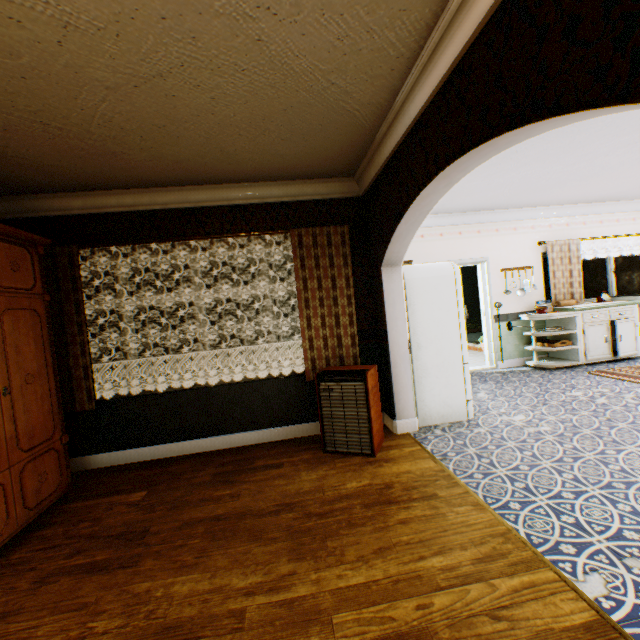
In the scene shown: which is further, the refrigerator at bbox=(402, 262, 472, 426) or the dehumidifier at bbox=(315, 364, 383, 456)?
the refrigerator at bbox=(402, 262, 472, 426)

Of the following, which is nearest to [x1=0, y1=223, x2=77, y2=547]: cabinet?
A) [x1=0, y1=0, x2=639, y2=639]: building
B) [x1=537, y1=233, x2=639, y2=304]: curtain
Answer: [x1=0, y1=0, x2=639, y2=639]: building

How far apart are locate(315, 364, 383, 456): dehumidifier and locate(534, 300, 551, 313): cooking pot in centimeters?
436cm

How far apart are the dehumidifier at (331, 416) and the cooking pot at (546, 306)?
4.4 meters

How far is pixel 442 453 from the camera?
3.3 meters

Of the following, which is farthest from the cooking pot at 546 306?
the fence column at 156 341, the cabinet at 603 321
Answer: the fence column at 156 341

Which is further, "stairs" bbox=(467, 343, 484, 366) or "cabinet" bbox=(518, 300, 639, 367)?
"stairs" bbox=(467, 343, 484, 366)

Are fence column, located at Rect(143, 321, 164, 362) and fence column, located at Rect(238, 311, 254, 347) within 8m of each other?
yes
